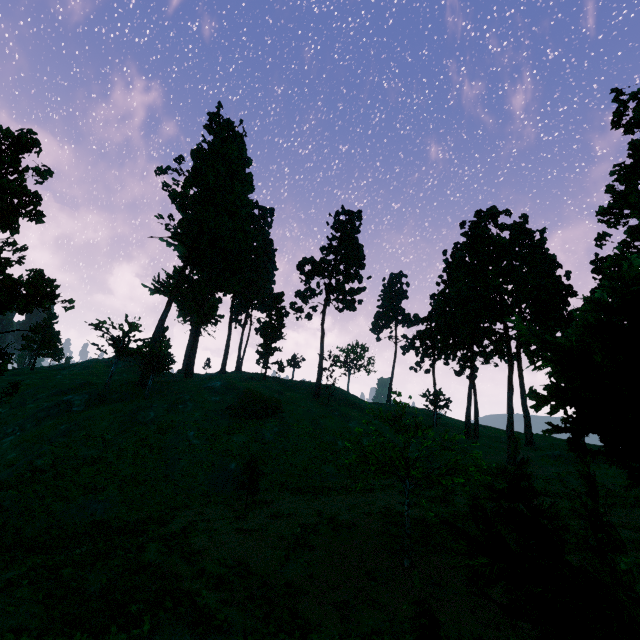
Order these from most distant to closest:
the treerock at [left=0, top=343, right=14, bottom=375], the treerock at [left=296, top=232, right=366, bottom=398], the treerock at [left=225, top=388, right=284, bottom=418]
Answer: the treerock at [left=296, top=232, right=366, bottom=398] < the treerock at [left=225, top=388, right=284, bottom=418] < the treerock at [left=0, top=343, right=14, bottom=375]

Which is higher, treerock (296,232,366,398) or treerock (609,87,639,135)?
treerock (296,232,366,398)

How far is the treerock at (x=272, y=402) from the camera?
36.9m

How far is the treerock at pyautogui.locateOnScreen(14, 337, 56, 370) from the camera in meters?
58.6

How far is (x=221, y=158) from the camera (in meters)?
52.97

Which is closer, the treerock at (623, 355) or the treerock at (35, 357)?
the treerock at (623, 355)
